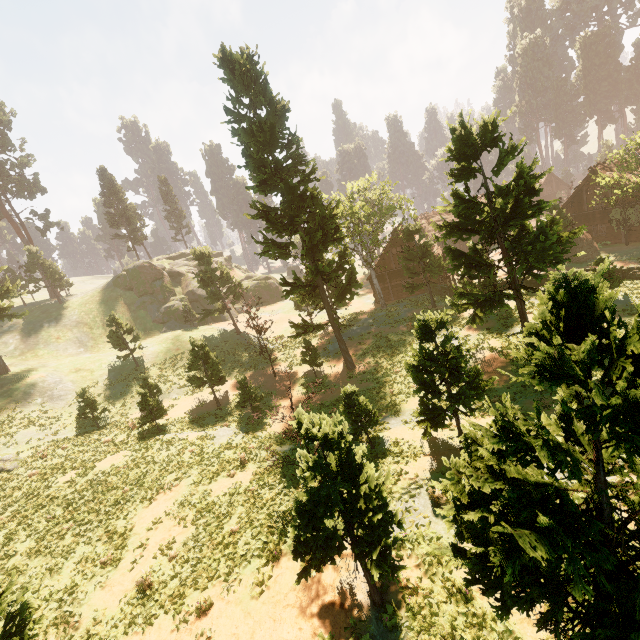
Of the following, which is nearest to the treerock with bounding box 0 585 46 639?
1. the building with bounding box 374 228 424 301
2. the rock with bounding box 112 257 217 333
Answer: the building with bounding box 374 228 424 301

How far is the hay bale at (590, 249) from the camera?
31.2m

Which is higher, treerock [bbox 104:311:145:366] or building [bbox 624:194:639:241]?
treerock [bbox 104:311:145:366]

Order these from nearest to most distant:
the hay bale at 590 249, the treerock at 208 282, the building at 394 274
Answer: the hay bale at 590 249, the treerock at 208 282, the building at 394 274

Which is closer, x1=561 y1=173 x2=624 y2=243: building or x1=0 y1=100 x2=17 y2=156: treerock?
x1=561 y1=173 x2=624 y2=243: building

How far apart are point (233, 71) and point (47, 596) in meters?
28.3

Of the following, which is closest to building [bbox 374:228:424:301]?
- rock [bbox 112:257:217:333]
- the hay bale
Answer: the hay bale

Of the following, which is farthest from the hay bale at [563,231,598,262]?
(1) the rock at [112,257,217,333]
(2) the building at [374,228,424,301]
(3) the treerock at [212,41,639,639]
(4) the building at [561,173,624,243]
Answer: (1) the rock at [112,257,217,333]
